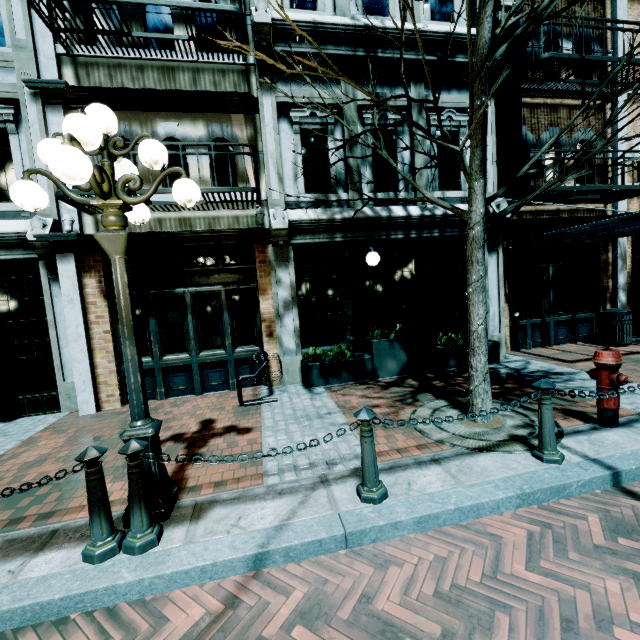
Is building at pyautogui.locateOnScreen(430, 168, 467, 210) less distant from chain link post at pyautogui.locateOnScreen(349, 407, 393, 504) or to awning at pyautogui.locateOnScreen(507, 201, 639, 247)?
awning at pyautogui.locateOnScreen(507, 201, 639, 247)

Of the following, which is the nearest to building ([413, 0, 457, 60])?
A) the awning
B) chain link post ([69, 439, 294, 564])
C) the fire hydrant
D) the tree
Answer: the awning

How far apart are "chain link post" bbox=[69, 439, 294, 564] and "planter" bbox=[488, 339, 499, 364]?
6.0m

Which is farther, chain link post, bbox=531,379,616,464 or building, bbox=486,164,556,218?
building, bbox=486,164,556,218

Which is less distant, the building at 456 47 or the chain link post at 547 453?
the chain link post at 547 453

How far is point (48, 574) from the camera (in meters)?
2.42

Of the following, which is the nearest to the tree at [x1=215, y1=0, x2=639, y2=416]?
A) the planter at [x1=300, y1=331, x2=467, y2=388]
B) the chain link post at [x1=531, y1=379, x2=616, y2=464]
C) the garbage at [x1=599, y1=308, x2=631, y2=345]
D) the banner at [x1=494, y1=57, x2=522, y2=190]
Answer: the chain link post at [x1=531, y1=379, x2=616, y2=464]

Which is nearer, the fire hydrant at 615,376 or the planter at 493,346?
the fire hydrant at 615,376
